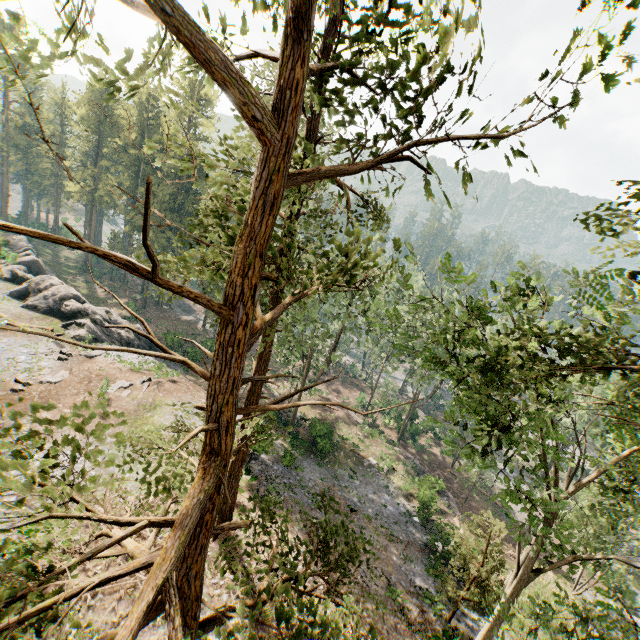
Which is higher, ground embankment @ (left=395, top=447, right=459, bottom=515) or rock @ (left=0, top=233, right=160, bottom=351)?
rock @ (left=0, top=233, right=160, bottom=351)

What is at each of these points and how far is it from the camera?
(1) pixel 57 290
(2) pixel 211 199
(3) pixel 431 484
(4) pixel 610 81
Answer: (1) rock, 33.4m
(2) foliage, 12.1m
(3) ground embankment, 30.4m
(4) foliage, 3.0m

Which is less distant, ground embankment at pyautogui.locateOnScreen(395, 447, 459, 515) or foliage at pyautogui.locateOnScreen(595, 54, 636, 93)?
foliage at pyautogui.locateOnScreen(595, 54, 636, 93)

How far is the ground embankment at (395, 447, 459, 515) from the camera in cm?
2850

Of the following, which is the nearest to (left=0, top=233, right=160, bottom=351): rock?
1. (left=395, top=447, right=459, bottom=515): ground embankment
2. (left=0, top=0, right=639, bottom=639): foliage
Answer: (left=0, top=0, right=639, bottom=639): foliage

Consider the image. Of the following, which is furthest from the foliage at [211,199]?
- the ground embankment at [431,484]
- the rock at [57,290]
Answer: the ground embankment at [431,484]

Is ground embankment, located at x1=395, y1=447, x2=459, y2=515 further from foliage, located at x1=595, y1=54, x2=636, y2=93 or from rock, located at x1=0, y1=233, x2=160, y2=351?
rock, located at x1=0, y1=233, x2=160, y2=351
